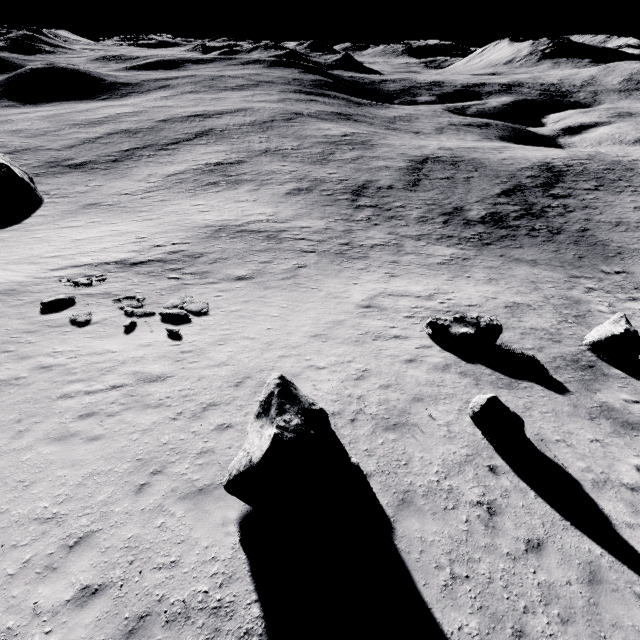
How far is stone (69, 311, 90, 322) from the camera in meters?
13.9 m

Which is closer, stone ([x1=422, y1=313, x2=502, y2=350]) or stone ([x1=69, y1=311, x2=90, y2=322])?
stone ([x1=69, y1=311, x2=90, y2=322])

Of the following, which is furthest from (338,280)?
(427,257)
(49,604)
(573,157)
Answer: (573,157)

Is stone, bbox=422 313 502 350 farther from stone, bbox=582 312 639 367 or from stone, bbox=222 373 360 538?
stone, bbox=222 373 360 538

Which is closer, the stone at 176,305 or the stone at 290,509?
the stone at 290,509

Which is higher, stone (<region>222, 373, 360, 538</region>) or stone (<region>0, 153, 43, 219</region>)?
stone (<region>222, 373, 360, 538</region>)

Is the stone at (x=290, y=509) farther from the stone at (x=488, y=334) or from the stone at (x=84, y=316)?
the stone at (x=84, y=316)

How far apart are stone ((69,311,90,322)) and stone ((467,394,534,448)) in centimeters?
1563cm
